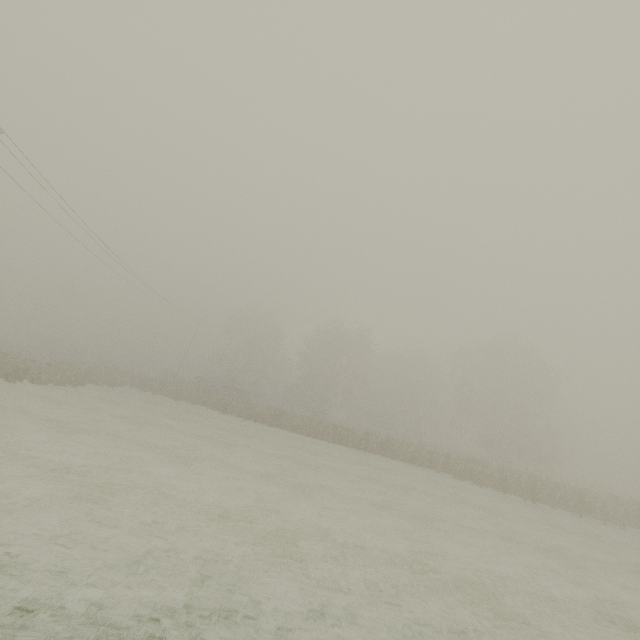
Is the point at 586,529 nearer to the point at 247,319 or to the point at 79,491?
the point at 79,491
